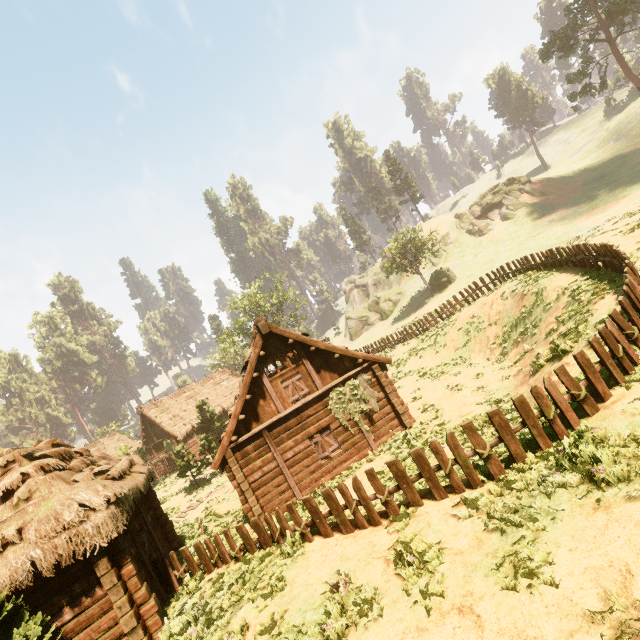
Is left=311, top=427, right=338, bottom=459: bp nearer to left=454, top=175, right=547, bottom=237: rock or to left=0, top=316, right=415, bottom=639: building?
left=0, top=316, right=415, bottom=639: building

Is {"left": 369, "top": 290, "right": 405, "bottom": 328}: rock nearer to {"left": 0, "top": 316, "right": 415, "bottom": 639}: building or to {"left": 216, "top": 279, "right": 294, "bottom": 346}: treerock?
{"left": 216, "top": 279, "right": 294, "bottom": 346}: treerock

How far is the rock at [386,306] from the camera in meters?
56.3

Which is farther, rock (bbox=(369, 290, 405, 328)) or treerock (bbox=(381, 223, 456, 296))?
rock (bbox=(369, 290, 405, 328))

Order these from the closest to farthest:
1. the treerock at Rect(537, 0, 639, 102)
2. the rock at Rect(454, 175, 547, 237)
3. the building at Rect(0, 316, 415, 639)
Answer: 1. the building at Rect(0, 316, 415, 639)
2. the treerock at Rect(537, 0, 639, 102)
3. the rock at Rect(454, 175, 547, 237)

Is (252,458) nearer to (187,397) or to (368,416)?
(368,416)

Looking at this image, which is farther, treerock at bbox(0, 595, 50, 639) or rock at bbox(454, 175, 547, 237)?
rock at bbox(454, 175, 547, 237)

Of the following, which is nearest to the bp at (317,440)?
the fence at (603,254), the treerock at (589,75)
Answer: Answer: the fence at (603,254)
